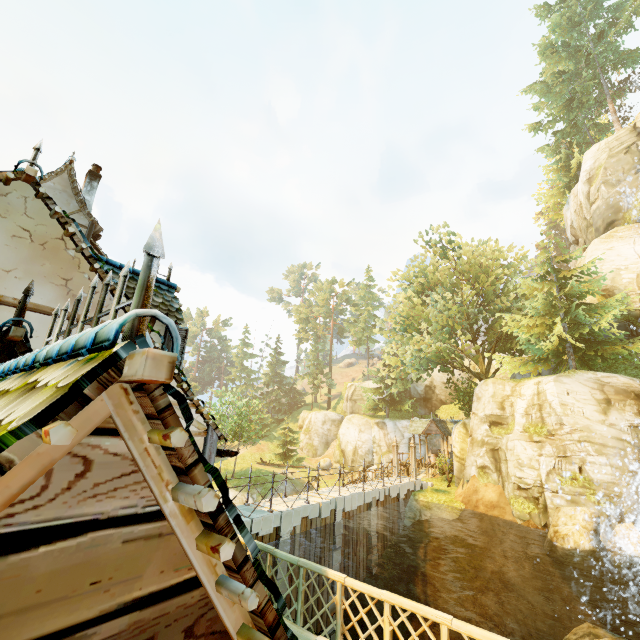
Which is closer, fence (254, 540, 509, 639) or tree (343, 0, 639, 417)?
fence (254, 540, 509, 639)

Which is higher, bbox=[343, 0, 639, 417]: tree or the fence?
bbox=[343, 0, 639, 417]: tree

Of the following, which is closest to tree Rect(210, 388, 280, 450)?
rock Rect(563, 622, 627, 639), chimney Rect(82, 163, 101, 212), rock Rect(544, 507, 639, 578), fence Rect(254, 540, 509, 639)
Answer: fence Rect(254, 540, 509, 639)

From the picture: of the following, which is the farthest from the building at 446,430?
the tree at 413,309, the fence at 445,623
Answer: the fence at 445,623

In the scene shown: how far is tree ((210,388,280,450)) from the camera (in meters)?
33.62

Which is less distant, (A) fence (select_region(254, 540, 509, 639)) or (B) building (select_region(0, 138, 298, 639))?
(B) building (select_region(0, 138, 298, 639))

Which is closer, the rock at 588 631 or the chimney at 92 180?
the rock at 588 631

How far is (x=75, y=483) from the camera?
1.2 meters
